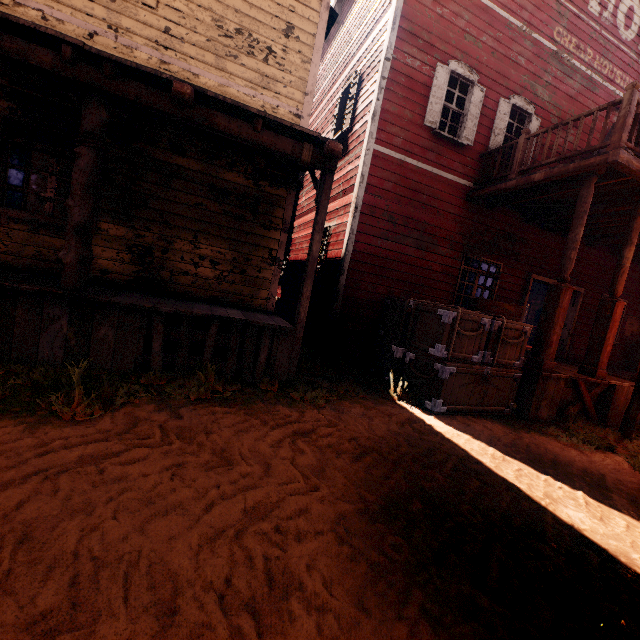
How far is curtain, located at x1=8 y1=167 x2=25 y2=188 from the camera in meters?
5.2 m

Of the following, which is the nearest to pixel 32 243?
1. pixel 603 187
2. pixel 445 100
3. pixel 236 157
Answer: pixel 236 157

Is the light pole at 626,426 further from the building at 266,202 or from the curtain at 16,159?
the curtain at 16,159

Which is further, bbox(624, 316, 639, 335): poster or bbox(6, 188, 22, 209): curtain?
bbox(624, 316, 639, 335): poster

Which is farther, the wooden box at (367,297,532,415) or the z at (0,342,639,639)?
the wooden box at (367,297,532,415)

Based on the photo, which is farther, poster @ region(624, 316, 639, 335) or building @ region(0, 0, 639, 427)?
poster @ region(624, 316, 639, 335)

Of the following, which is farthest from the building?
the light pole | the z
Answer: the light pole

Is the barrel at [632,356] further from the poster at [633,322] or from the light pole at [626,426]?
the light pole at [626,426]
